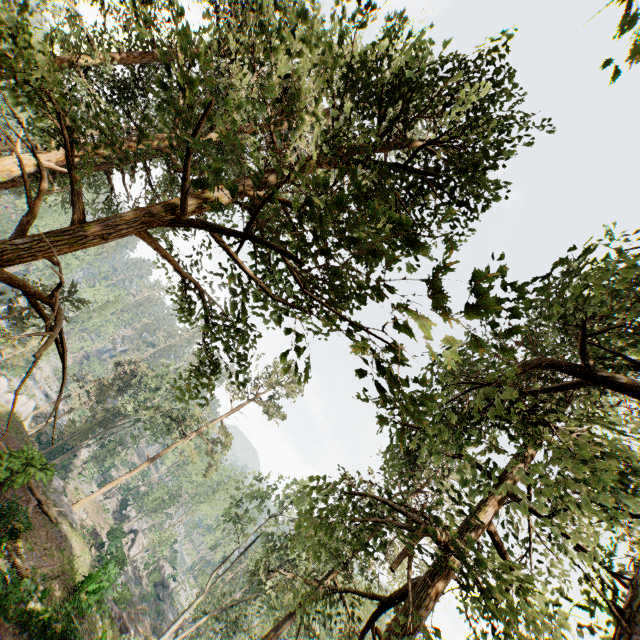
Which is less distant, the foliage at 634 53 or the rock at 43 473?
the foliage at 634 53

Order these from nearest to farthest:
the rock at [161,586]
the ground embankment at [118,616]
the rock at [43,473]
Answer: the rock at [43,473] < the ground embankment at [118,616] < the rock at [161,586]

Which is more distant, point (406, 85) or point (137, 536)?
point (137, 536)

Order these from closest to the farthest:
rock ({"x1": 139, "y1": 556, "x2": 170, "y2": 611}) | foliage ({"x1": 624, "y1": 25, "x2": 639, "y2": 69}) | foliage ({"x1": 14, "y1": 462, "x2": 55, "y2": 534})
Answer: foliage ({"x1": 624, "y1": 25, "x2": 639, "y2": 69}) < foliage ({"x1": 14, "y1": 462, "x2": 55, "y2": 534}) < rock ({"x1": 139, "y1": 556, "x2": 170, "y2": 611})

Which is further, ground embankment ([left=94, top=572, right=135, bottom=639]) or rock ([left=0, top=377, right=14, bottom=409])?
rock ([left=0, top=377, right=14, bottom=409])

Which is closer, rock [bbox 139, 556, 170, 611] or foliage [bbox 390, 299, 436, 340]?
foliage [bbox 390, 299, 436, 340]

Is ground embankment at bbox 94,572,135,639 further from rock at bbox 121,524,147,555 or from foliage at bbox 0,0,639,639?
rock at bbox 121,524,147,555

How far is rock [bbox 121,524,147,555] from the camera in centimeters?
4801cm
